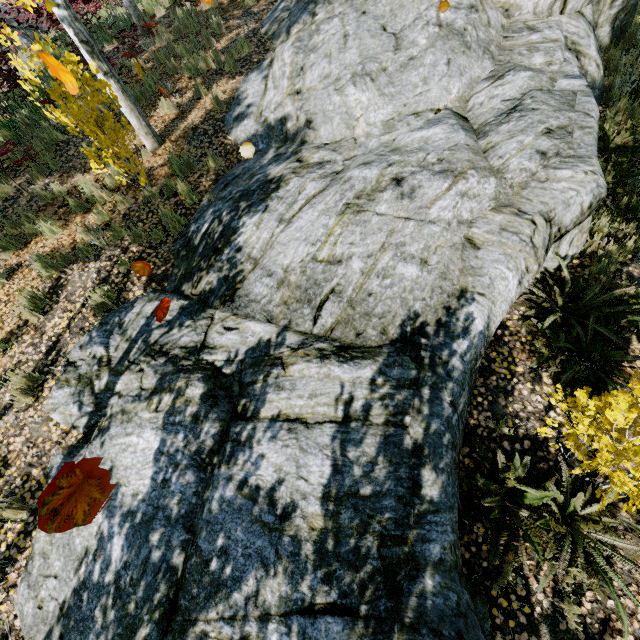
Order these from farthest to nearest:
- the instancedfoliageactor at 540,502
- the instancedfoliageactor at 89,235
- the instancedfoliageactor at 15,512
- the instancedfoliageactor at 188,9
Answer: the instancedfoliageactor at 188,9
the instancedfoliageactor at 89,235
the instancedfoliageactor at 15,512
the instancedfoliageactor at 540,502

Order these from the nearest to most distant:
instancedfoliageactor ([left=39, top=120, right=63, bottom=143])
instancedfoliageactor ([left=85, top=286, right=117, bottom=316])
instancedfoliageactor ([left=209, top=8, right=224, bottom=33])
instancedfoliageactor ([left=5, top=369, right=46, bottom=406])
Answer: instancedfoliageactor ([left=5, top=369, right=46, bottom=406]) → instancedfoliageactor ([left=85, top=286, right=117, bottom=316]) → instancedfoliageactor ([left=39, top=120, right=63, bottom=143]) → instancedfoliageactor ([left=209, top=8, right=224, bottom=33])

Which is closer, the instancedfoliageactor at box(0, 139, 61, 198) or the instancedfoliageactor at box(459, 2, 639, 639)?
the instancedfoliageactor at box(459, 2, 639, 639)

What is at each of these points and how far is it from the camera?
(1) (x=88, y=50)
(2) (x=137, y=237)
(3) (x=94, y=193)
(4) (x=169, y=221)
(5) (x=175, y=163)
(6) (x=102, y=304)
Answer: (1) instancedfoliageactor, 5.55m
(2) instancedfoliageactor, 5.64m
(3) instancedfoliageactor, 6.13m
(4) instancedfoliageactor, 5.62m
(5) instancedfoliageactor, 6.29m
(6) instancedfoliageactor, 5.05m

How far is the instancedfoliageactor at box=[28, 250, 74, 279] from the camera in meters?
5.3

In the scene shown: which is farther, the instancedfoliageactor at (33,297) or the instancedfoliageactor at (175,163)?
the instancedfoliageactor at (175,163)
